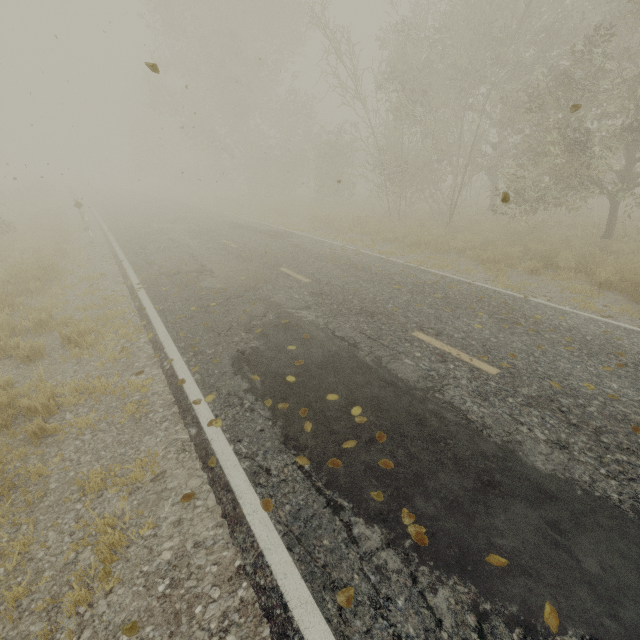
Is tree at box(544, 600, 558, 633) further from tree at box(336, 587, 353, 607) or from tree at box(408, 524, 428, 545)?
tree at box(336, 587, 353, 607)

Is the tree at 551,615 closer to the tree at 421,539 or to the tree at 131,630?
the tree at 421,539

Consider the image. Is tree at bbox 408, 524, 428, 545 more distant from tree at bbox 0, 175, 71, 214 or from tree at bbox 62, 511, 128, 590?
tree at bbox 0, 175, 71, 214

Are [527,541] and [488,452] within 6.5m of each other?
yes

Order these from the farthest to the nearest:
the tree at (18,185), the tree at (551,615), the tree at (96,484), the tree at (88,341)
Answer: the tree at (18,185), the tree at (88,341), the tree at (96,484), the tree at (551,615)

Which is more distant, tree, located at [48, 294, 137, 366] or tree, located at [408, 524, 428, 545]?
tree, located at [48, 294, 137, 366]

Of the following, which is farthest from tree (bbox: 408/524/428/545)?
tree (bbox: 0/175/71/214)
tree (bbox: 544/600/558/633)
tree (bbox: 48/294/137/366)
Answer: tree (bbox: 0/175/71/214)

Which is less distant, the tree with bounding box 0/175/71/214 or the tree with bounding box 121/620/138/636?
the tree with bounding box 121/620/138/636
